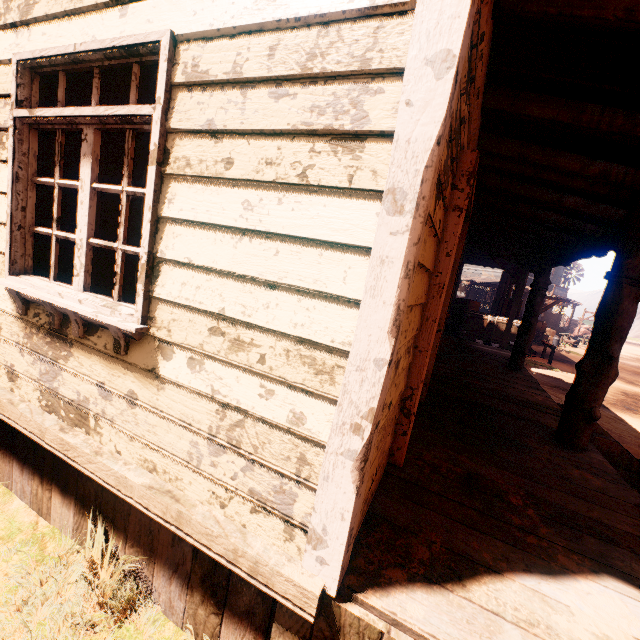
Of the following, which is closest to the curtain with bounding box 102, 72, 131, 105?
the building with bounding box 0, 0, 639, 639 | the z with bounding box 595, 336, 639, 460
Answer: the building with bounding box 0, 0, 639, 639

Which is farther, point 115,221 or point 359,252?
point 115,221

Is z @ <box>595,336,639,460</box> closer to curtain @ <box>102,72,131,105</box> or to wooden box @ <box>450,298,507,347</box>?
wooden box @ <box>450,298,507,347</box>

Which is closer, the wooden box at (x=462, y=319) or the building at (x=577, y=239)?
the building at (x=577, y=239)

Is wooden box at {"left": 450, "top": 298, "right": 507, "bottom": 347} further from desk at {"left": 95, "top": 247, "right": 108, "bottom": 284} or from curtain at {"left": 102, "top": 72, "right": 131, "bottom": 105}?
desk at {"left": 95, "top": 247, "right": 108, "bottom": 284}

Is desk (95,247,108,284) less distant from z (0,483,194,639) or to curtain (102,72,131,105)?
curtain (102,72,131,105)

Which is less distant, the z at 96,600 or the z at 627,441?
the z at 96,600

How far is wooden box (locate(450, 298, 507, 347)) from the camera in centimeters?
1205cm
